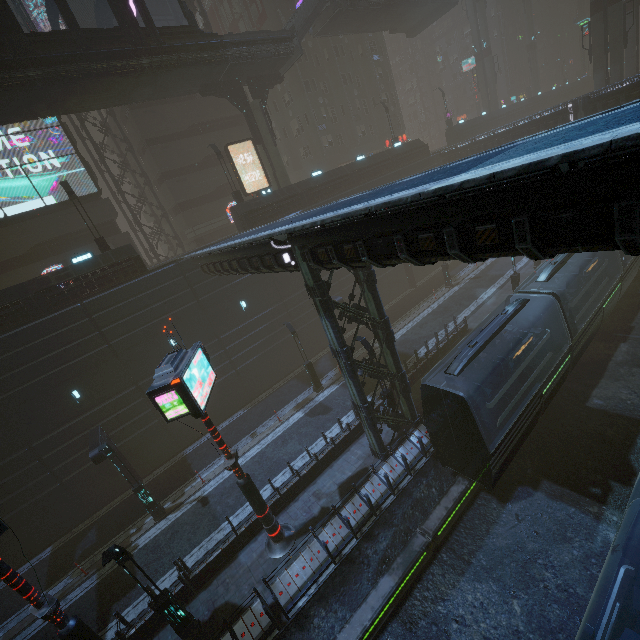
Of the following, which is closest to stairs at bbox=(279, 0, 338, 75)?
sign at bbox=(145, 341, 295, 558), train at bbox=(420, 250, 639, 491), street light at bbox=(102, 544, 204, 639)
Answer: train at bbox=(420, 250, 639, 491)

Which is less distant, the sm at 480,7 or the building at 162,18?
the building at 162,18

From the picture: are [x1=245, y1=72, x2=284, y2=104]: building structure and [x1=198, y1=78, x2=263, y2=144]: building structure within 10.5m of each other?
yes

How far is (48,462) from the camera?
18.48m

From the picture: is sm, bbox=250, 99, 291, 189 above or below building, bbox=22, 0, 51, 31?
below

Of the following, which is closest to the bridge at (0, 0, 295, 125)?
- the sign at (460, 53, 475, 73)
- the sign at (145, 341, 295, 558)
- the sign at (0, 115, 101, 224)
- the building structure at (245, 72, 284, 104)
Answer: the building structure at (245, 72, 284, 104)

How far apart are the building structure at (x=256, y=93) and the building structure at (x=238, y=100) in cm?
68

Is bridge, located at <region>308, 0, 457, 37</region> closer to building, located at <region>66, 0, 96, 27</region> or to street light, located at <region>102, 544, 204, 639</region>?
building, located at <region>66, 0, 96, 27</region>
